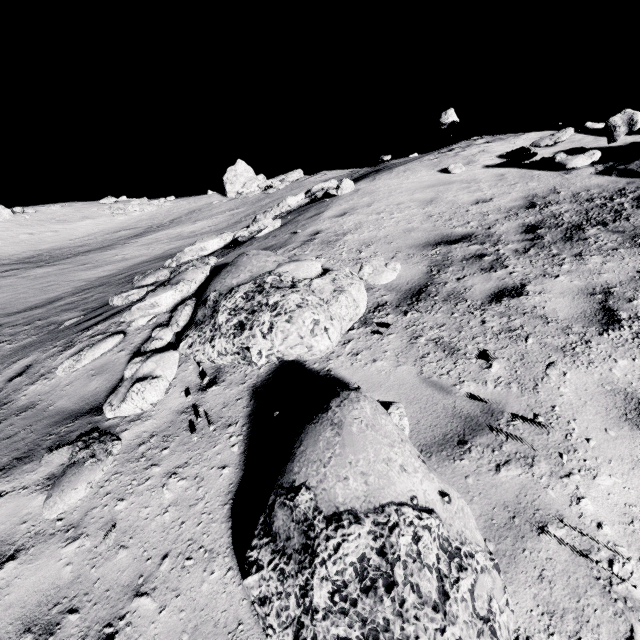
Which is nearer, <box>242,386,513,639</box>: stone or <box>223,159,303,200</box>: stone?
<box>242,386,513,639</box>: stone

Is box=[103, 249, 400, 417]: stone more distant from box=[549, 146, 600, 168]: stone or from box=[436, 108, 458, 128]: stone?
box=[436, 108, 458, 128]: stone

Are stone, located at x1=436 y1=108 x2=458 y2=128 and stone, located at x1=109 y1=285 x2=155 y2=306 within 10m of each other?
no

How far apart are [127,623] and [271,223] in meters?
8.6

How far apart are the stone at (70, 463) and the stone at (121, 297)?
4.4m

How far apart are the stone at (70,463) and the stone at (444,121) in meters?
13.1

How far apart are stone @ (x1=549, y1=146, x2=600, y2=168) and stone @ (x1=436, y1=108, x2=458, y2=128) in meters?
4.1 m

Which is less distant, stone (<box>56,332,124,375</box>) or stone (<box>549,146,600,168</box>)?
stone (<box>56,332,124,375</box>)
